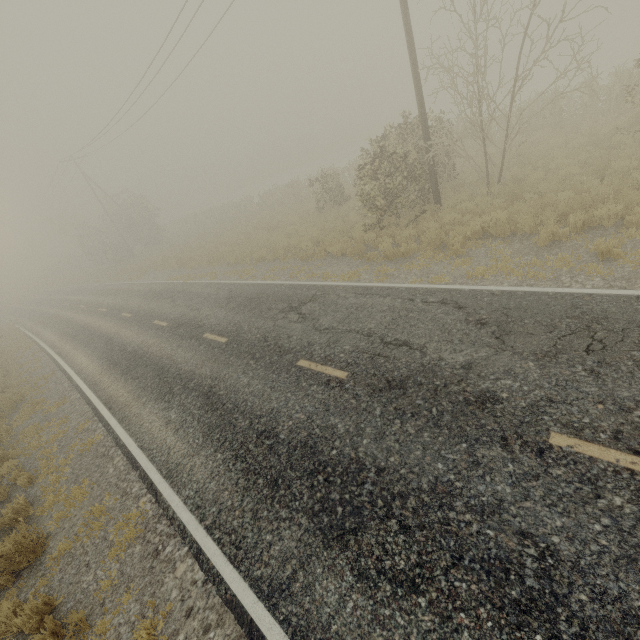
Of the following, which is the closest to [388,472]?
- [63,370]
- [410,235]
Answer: [410,235]
